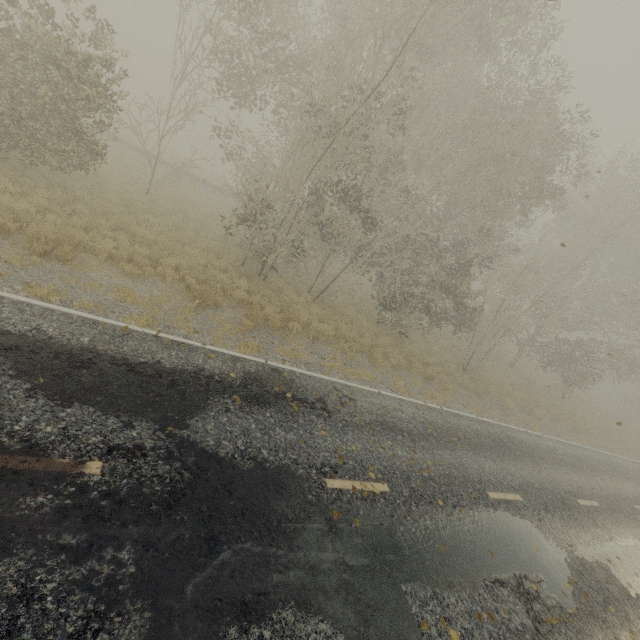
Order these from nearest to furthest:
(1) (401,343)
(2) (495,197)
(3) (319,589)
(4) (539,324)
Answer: (3) (319,589), (1) (401,343), (2) (495,197), (4) (539,324)
